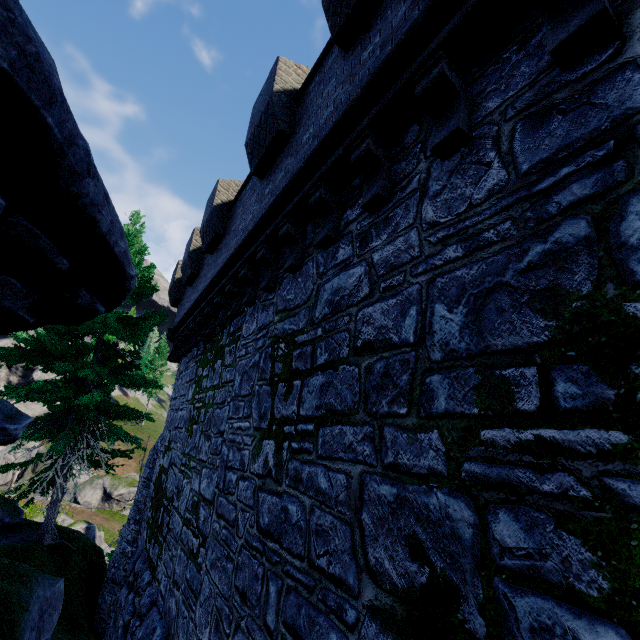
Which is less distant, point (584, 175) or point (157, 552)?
point (584, 175)

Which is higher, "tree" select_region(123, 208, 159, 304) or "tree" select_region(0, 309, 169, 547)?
"tree" select_region(123, 208, 159, 304)

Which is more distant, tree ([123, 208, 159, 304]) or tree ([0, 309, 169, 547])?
tree ([123, 208, 159, 304])

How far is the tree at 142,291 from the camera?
13.61m

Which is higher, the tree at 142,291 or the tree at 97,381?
the tree at 142,291

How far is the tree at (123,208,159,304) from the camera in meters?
13.6 m
